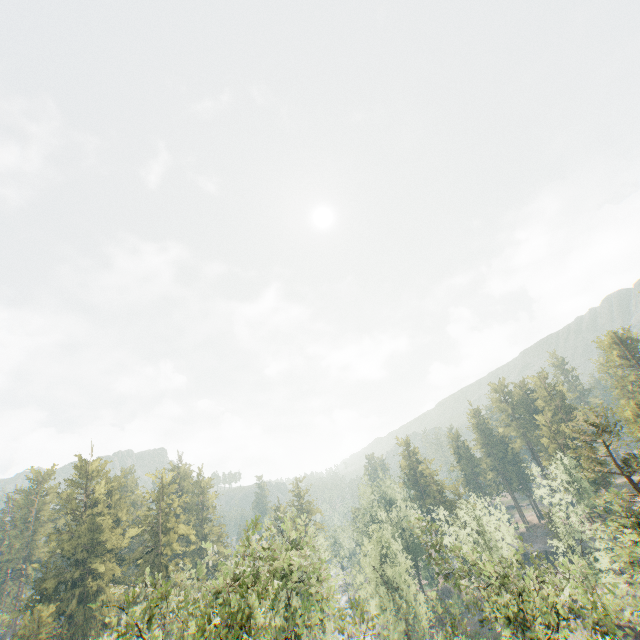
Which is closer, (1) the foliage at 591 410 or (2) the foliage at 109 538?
(2) the foliage at 109 538

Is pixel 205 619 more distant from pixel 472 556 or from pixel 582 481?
pixel 582 481

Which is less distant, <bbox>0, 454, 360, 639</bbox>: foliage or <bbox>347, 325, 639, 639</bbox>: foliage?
<bbox>0, 454, 360, 639</bbox>: foliage
